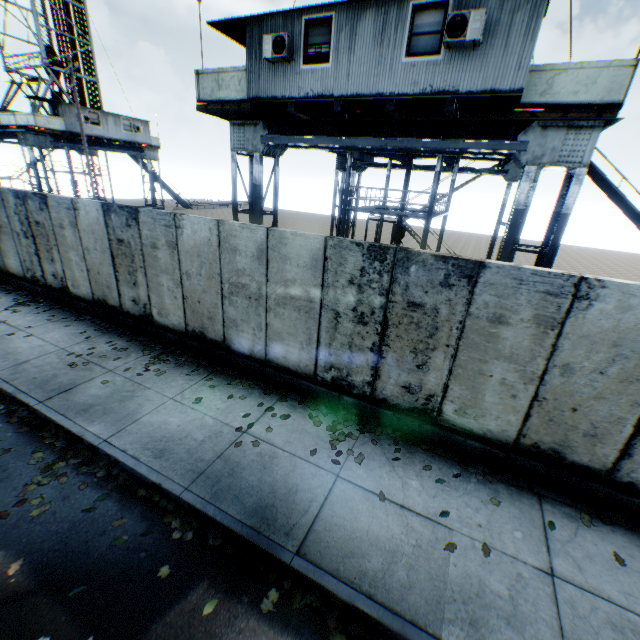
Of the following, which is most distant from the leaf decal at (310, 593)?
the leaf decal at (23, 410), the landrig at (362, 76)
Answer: the landrig at (362, 76)

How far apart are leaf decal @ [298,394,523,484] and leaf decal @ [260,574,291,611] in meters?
1.9

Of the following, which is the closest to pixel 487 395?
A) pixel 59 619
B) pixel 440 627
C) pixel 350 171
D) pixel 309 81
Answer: pixel 440 627

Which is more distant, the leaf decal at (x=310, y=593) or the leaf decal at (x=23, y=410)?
the leaf decal at (x=23, y=410)

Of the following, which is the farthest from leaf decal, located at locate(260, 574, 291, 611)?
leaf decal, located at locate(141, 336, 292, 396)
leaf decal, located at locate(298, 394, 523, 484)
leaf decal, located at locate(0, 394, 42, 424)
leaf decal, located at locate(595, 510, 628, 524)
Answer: leaf decal, located at locate(595, 510, 628, 524)

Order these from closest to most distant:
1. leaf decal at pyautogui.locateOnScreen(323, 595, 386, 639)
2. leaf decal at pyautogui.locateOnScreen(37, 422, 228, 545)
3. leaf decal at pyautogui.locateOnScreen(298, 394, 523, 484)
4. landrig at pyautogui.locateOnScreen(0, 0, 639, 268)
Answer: leaf decal at pyautogui.locateOnScreen(323, 595, 386, 639) → leaf decal at pyautogui.locateOnScreen(37, 422, 228, 545) → leaf decal at pyautogui.locateOnScreen(298, 394, 523, 484) → landrig at pyautogui.locateOnScreen(0, 0, 639, 268)

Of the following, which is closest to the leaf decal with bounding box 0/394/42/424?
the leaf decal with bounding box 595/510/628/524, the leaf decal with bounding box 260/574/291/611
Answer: the leaf decal with bounding box 260/574/291/611

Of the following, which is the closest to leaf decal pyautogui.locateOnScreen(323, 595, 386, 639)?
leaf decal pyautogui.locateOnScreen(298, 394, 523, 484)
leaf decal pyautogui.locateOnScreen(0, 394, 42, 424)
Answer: leaf decal pyautogui.locateOnScreen(0, 394, 42, 424)
